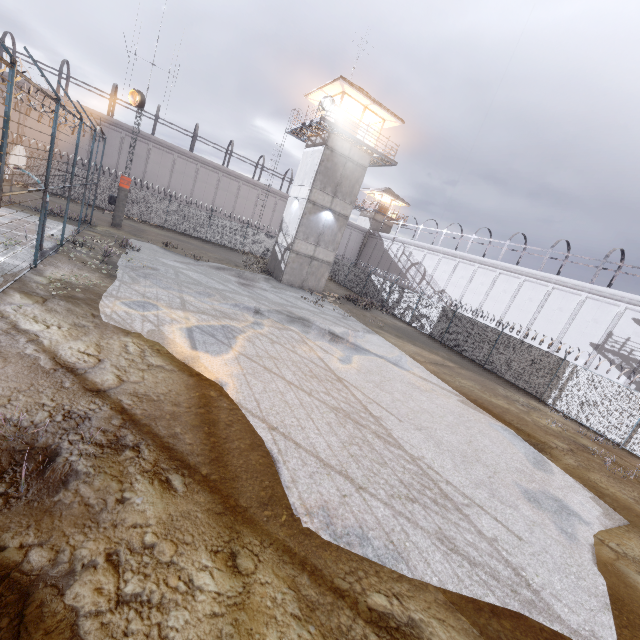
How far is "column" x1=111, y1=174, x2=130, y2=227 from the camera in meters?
23.0

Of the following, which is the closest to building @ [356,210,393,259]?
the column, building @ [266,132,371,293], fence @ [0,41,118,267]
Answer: fence @ [0,41,118,267]

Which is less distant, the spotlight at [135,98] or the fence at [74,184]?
the fence at [74,184]

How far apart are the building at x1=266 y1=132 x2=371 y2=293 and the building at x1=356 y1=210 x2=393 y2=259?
23.6 meters

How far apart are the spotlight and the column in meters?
4.6

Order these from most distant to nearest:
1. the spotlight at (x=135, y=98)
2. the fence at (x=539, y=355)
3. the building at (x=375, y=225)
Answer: the building at (x=375, y=225)
the spotlight at (x=135, y=98)
the fence at (x=539, y=355)

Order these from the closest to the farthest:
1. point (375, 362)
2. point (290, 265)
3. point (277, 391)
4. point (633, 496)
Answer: point (277, 391), point (633, 496), point (375, 362), point (290, 265)

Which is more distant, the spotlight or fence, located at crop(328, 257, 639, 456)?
the spotlight
